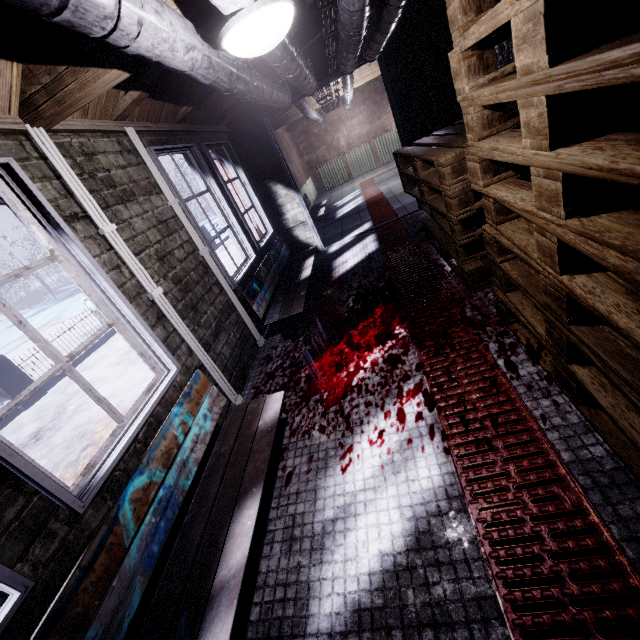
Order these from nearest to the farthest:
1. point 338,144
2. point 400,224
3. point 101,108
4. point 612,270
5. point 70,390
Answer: point 612,270 → point 101,108 → point 400,224 → point 70,390 → point 338,144

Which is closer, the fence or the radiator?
the fence

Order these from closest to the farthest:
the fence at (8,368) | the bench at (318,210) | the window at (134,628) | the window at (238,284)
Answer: the window at (134,628), the window at (238,284), the fence at (8,368), the bench at (318,210)

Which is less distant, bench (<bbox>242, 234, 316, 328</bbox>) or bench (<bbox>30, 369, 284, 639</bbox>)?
bench (<bbox>30, 369, 284, 639</bbox>)

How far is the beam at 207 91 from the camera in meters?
2.8 m

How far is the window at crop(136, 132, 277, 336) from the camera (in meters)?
2.72

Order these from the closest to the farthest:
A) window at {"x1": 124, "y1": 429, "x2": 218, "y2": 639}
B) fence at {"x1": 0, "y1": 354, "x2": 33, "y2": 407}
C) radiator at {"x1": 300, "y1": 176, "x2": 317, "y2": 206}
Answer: →
1. window at {"x1": 124, "y1": 429, "x2": 218, "y2": 639}
2. fence at {"x1": 0, "y1": 354, "x2": 33, "y2": 407}
3. radiator at {"x1": 300, "y1": 176, "x2": 317, "y2": 206}

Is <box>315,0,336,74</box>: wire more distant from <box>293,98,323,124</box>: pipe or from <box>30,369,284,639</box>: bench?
<box>30,369,284,639</box>: bench
